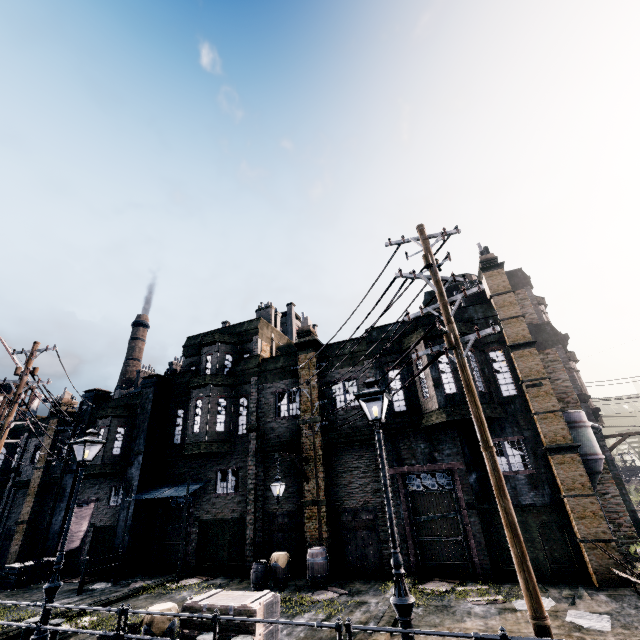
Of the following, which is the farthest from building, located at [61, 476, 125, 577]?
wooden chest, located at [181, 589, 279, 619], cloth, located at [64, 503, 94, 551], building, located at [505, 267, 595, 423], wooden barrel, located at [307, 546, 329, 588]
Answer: wooden chest, located at [181, 589, 279, 619]

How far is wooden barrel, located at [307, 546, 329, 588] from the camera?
13.48m

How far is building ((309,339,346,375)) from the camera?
19.06m

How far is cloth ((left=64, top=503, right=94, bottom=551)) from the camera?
19.8m

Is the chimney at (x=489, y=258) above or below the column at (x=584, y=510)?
above

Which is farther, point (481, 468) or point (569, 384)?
point (569, 384)

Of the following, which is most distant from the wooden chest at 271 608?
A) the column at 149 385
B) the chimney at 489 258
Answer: the chimney at 489 258
